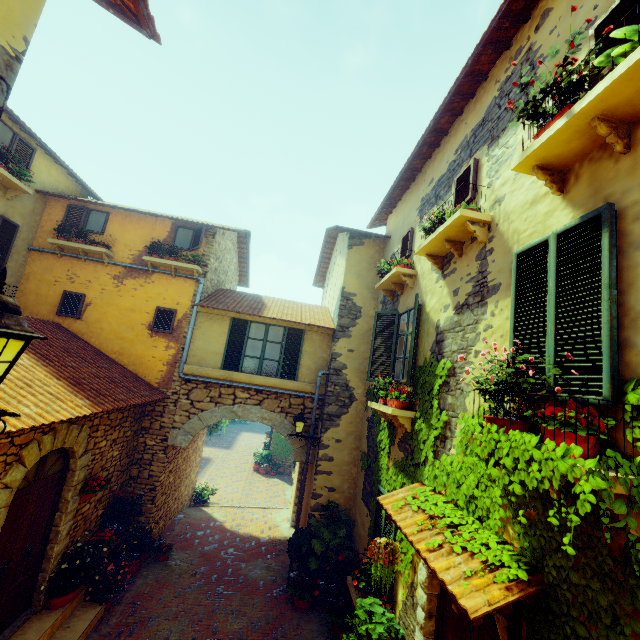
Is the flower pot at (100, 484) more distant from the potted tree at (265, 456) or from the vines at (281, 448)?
the potted tree at (265, 456)

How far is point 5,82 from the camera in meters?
2.2

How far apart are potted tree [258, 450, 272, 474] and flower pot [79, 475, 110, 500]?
13.5 meters

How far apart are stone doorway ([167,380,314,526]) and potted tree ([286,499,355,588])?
1.38m

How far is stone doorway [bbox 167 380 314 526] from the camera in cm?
880

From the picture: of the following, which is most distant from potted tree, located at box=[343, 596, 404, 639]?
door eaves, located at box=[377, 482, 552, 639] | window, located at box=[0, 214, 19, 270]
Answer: window, located at box=[0, 214, 19, 270]

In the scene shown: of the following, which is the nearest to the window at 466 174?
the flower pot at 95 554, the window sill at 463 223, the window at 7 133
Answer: the window sill at 463 223

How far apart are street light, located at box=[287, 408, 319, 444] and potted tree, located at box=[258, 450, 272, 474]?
11.87m
